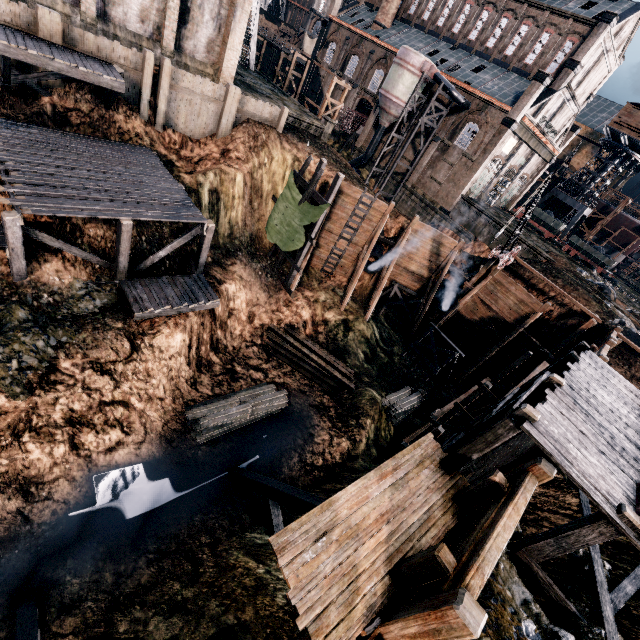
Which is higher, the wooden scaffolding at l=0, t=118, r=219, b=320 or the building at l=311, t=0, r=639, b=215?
the building at l=311, t=0, r=639, b=215

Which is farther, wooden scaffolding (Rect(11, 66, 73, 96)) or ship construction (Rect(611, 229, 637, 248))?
ship construction (Rect(611, 229, 637, 248))

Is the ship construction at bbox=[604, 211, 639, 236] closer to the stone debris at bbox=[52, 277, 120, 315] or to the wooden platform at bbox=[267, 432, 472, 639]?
the wooden platform at bbox=[267, 432, 472, 639]

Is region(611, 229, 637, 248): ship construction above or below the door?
above

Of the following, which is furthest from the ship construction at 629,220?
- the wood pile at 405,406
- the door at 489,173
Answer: the wood pile at 405,406

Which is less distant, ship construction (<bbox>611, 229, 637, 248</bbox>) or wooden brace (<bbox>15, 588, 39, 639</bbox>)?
wooden brace (<bbox>15, 588, 39, 639</bbox>)

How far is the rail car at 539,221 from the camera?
42.9 meters

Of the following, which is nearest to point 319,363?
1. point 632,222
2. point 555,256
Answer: point 555,256
